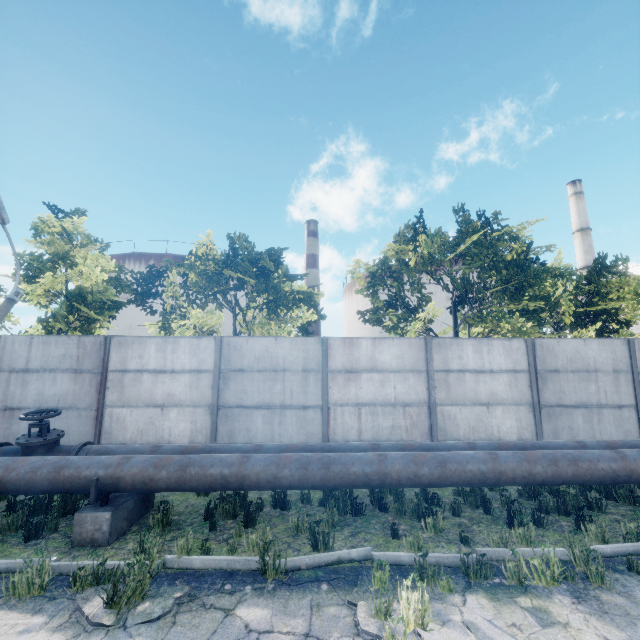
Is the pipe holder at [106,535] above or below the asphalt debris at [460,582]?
above

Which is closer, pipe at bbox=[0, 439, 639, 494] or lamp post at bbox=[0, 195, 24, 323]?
pipe at bbox=[0, 439, 639, 494]

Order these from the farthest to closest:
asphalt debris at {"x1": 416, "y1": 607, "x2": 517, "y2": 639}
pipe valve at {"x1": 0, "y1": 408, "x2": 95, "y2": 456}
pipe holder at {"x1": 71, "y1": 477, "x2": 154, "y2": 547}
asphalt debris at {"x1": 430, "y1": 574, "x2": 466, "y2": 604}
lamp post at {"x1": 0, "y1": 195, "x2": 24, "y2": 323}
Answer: lamp post at {"x1": 0, "y1": 195, "x2": 24, "y2": 323}
pipe valve at {"x1": 0, "y1": 408, "x2": 95, "y2": 456}
pipe holder at {"x1": 71, "y1": 477, "x2": 154, "y2": 547}
asphalt debris at {"x1": 430, "y1": 574, "x2": 466, "y2": 604}
asphalt debris at {"x1": 416, "y1": 607, "x2": 517, "y2": 639}

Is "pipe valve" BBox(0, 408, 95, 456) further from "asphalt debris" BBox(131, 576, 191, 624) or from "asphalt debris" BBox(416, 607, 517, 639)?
"asphalt debris" BBox(416, 607, 517, 639)

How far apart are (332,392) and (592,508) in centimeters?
586cm

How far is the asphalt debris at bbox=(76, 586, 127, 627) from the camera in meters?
3.4 m

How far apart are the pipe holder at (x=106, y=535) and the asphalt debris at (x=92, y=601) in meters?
1.3
